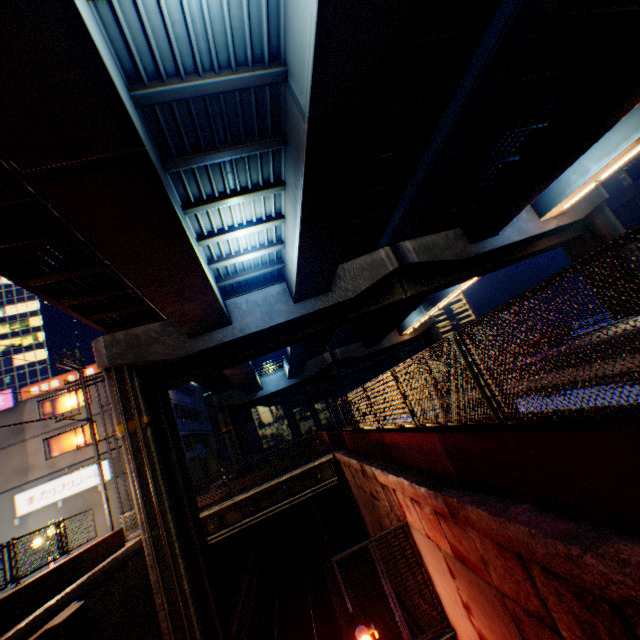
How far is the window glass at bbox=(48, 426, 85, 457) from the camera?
24.31m

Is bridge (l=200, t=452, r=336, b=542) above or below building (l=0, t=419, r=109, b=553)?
below

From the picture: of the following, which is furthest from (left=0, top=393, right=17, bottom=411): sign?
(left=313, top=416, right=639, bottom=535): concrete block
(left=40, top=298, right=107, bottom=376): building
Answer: (left=40, top=298, right=107, bottom=376): building

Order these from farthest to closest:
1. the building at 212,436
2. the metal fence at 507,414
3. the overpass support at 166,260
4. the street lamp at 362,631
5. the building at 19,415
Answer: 1. the building at 212,436
2. the building at 19,415
3. the street lamp at 362,631
4. the overpass support at 166,260
5. the metal fence at 507,414

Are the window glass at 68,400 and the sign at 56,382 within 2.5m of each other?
yes

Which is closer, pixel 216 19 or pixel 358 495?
pixel 216 19

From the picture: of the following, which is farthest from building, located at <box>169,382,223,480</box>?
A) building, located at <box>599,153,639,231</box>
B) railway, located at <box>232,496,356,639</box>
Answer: building, located at <box>599,153,639,231</box>

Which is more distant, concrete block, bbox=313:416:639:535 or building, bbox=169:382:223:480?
building, bbox=169:382:223:480
